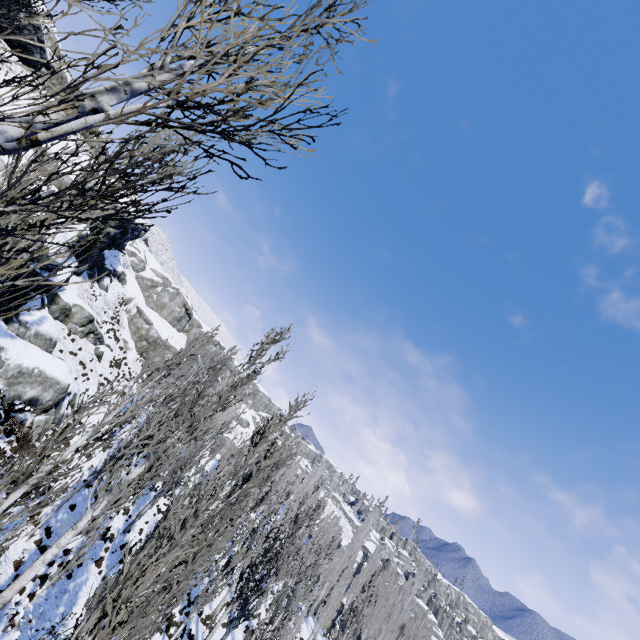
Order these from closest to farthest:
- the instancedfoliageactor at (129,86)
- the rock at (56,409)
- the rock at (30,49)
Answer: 1. the instancedfoliageactor at (129,86)
2. the rock at (56,409)
3. the rock at (30,49)

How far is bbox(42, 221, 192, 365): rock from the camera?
30.2 meters

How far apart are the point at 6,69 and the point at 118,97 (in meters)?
41.10

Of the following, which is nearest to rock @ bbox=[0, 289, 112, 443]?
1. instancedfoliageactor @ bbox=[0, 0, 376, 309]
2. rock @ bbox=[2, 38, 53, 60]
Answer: instancedfoliageactor @ bbox=[0, 0, 376, 309]

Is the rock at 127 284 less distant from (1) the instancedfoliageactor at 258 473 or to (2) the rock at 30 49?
(1) the instancedfoliageactor at 258 473

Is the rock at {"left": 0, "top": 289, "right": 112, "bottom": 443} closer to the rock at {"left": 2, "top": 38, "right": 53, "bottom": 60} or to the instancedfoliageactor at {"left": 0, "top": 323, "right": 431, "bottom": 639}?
the instancedfoliageactor at {"left": 0, "top": 323, "right": 431, "bottom": 639}
